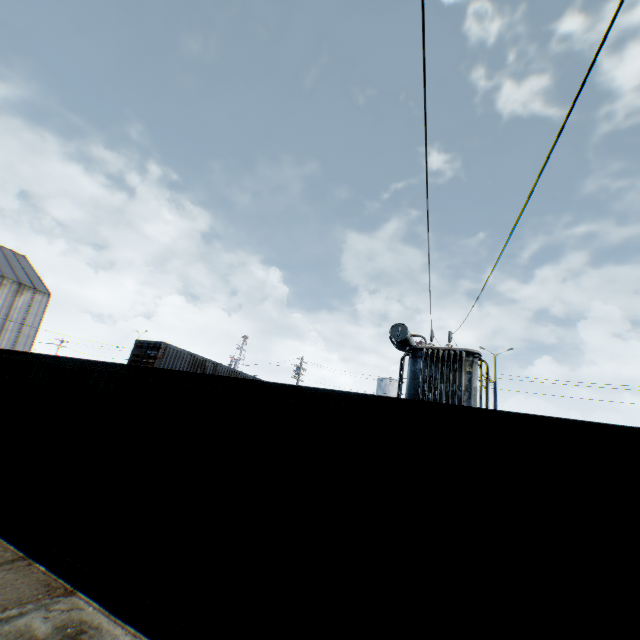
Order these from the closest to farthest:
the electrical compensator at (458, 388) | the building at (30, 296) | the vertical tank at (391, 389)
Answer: the electrical compensator at (458, 388)
the building at (30, 296)
the vertical tank at (391, 389)

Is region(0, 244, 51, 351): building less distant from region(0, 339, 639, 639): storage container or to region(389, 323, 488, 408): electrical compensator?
region(0, 339, 639, 639): storage container

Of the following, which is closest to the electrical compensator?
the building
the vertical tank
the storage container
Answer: the storage container

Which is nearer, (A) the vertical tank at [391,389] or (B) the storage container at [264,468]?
(B) the storage container at [264,468]

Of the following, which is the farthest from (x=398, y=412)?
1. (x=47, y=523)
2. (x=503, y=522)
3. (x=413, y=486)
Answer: (x=47, y=523)

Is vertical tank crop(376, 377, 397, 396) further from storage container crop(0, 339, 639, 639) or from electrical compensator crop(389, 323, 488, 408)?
storage container crop(0, 339, 639, 639)
